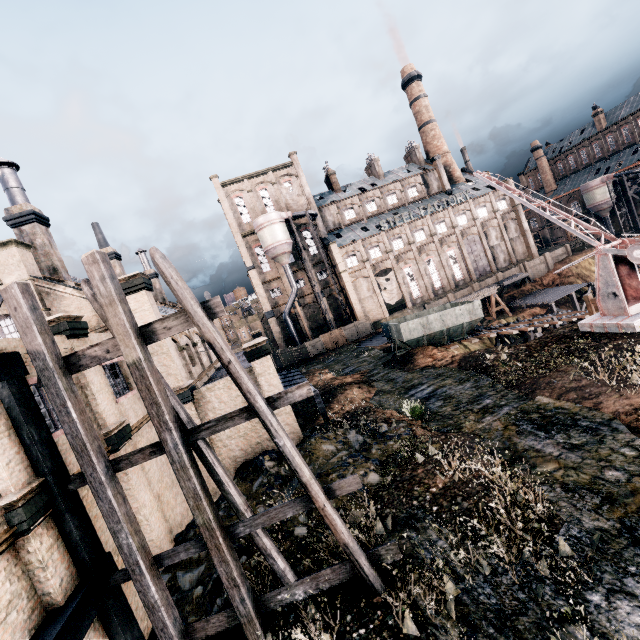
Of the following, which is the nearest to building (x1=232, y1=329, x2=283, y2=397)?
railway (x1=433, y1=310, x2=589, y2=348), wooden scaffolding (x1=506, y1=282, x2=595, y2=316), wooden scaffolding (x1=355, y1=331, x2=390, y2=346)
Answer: wooden scaffolding (x1=355, y1=331, x2=390, y2=346)

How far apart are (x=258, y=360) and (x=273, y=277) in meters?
39.9

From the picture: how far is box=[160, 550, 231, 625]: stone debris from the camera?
9.91m

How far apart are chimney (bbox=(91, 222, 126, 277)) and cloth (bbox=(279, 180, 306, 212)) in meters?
31.0

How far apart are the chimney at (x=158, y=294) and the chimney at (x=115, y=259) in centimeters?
1078cm

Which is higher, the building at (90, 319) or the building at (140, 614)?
the building at (90, 319)

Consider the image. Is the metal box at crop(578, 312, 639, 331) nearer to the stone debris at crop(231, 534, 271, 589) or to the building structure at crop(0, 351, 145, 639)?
the stone debris at crop(231, 534, 271, 589)

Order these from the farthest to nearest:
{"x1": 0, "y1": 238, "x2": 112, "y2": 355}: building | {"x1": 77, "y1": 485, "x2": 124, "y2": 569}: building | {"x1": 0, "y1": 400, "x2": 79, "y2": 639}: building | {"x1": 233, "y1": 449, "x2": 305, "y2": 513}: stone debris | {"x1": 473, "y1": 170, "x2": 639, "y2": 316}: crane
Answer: {"x1": 473, "y1": 170, "x2": 639, "y2": 316}: crane
{"x1": 233, "y1": 449, "x2": 305, "y2": 513}: stone debris
{"x1": 0, "y1": 238, "x2": 112, "y2": 355}: building
{"x1": 77, "y1": 485, "x2": 124, "y2": 569}: building
{"x1": 0, "y1": 400, "x2": 79, "y2": 639}: building
